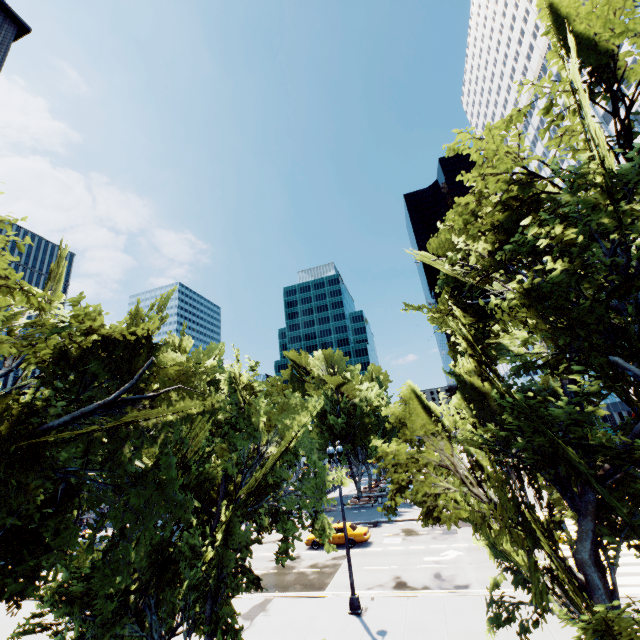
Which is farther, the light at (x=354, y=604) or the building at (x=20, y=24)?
the building at (x=20, y=24)

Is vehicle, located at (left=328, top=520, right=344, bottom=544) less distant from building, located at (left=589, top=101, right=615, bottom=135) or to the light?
the light

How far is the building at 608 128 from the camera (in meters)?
51.89

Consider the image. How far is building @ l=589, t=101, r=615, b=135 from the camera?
51.9m

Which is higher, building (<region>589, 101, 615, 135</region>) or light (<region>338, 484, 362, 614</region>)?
building (<region>589, 101, 615, 135</region>)

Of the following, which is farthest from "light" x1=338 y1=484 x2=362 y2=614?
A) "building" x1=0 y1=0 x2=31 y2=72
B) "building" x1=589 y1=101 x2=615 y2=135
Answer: "building" x1=589 y1=101 x2=615 y2=135

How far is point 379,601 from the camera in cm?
1565

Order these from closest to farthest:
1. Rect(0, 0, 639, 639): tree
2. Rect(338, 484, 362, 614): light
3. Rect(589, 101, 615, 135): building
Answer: Rect(0, 0, 639, 639): tree, Rect(338, 484, 362, 614): light, Rect(589, 101, 615, 135): building
